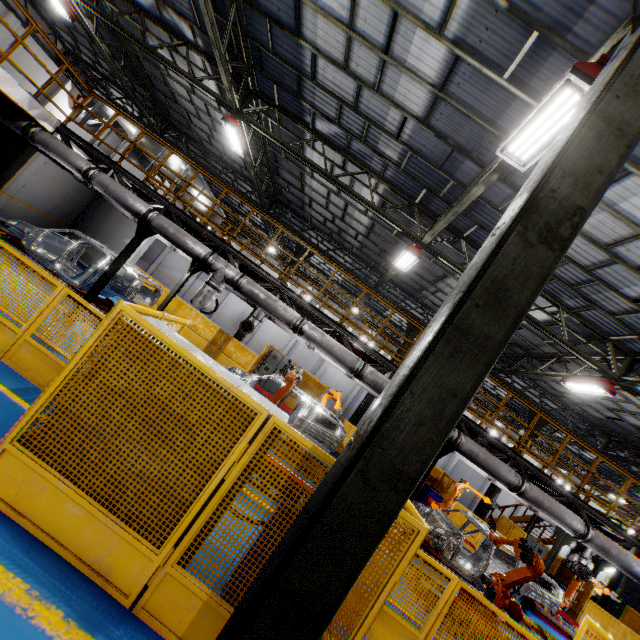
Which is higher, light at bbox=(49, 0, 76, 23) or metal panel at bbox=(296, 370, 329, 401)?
light at bbox=(49, 0, 76, 23)

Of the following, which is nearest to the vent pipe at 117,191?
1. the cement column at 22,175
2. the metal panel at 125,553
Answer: the metal panel at 125,553

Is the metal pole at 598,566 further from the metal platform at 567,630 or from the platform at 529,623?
the platform at 529,623

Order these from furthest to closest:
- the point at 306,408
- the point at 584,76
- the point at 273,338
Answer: the point at 273,338
the point at 306,408
the point at 584,76

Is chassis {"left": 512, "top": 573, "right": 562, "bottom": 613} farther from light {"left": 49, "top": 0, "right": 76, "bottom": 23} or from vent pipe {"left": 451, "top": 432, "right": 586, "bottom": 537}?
light {"left": 49, "top": 0, "right": 76, "bottom": 23}

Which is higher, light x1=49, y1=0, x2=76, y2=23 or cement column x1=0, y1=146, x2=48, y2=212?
light x1=49, y1=0, x2=76, y2=23

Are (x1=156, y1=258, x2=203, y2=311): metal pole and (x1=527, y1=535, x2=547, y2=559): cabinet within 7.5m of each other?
no

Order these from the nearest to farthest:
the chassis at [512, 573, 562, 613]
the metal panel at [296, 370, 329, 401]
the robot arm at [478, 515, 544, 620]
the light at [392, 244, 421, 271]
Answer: the robot arm at [478, 515, 544, 620] → the chassis at [512, 573, 562, 613] → the light at [392, 244, 421, 271] → the metal panel at [296, 370, 329, 401]
